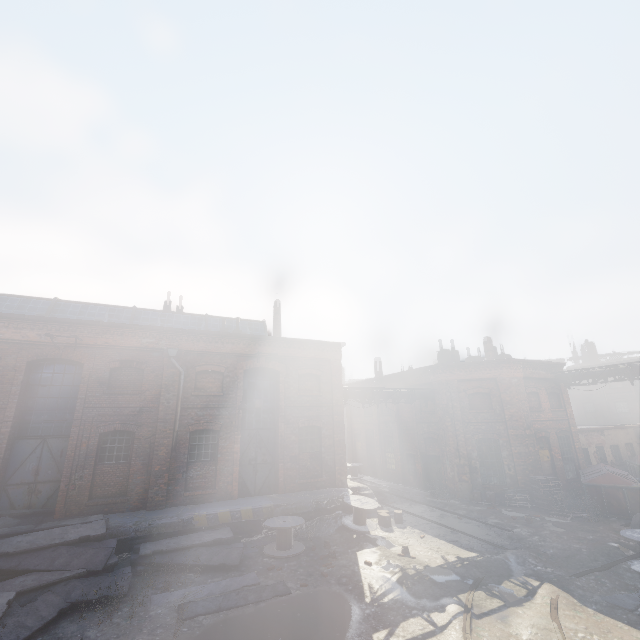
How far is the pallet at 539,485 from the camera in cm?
1516

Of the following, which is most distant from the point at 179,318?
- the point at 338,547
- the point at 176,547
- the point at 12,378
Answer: the point at 338,547

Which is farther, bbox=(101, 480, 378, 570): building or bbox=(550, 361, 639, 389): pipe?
bbox=(550, 361, 639, 389): pipe

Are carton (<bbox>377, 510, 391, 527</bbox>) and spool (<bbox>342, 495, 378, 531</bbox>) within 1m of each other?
yes

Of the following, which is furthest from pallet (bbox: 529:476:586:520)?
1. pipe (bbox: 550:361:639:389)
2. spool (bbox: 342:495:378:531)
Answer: spool (bbox: 342:495:378:531)

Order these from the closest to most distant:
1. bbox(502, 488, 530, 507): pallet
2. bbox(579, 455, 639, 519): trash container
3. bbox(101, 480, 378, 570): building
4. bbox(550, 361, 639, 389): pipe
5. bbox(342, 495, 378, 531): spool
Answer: bbox(101, 480, 378, 570): building
bbox(342, 495, 378, 531): spool
bbox(579, 455, 639, 519): trash container
bbox(502, 488, 530, 507): pallet
bbox(550, 361, 639, 389): pipe

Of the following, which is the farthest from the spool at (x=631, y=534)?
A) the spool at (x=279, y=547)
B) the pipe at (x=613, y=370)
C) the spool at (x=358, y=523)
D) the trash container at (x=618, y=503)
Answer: the spool at (x=279, y=547)

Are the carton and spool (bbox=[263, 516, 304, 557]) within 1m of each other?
no
